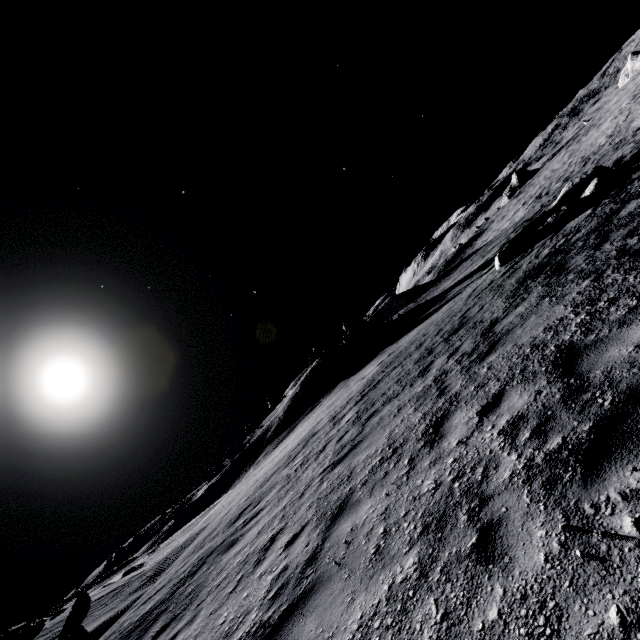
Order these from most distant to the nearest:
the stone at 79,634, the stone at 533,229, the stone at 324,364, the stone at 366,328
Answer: the stone at 366,328 < the stone at 324,364 < the stone at 533,229 < the stone at 79,634

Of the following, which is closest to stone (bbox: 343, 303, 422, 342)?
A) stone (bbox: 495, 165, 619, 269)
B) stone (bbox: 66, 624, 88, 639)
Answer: stone (bbox: 495, 165, 619, 269)

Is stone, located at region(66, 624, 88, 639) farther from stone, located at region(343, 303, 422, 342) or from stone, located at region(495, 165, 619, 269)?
stone, located at region(343, 303, 422, 342)

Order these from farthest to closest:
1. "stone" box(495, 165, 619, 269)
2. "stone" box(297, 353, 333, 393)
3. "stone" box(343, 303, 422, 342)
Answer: "stone" box(343, 303, 422, 342) < "stone" box(297, 353, 333, 393) < "stone" box(495, 165, 619, 269)

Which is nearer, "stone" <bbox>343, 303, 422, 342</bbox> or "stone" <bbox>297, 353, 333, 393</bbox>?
"stone" <bbox>297, 353, 333, 393</bbox>

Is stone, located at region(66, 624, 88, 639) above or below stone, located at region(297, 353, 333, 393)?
below

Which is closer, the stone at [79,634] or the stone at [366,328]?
the stone at [79,634]

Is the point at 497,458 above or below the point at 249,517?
below
